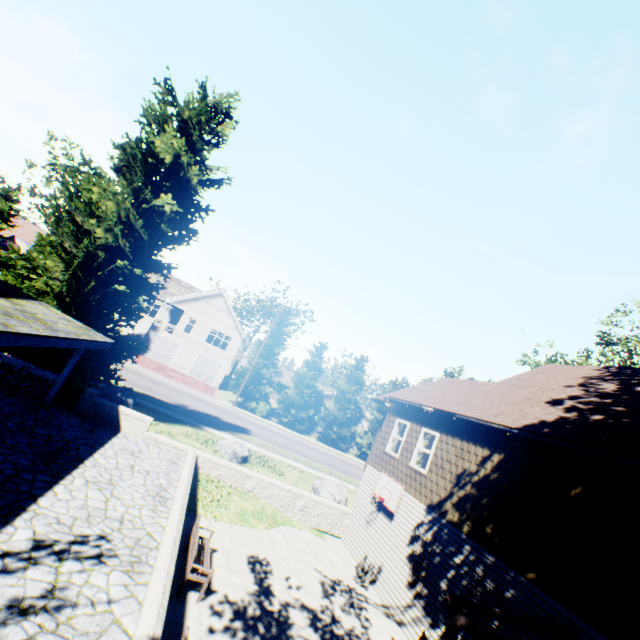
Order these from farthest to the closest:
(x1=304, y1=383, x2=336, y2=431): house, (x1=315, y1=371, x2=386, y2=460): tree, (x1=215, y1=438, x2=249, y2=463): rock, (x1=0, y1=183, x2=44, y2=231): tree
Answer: (x1=304, y1=383, x2=336, y2=431): house < (x1=315, y1=371, x2=386, y2=460): tree < (x1=0, y1=183, x2=44, y2=231): tree < (x1=215, y1=438, x2=249, y2=463): rock

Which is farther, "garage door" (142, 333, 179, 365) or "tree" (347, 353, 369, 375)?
"tree" (347, 353, 369, 375)

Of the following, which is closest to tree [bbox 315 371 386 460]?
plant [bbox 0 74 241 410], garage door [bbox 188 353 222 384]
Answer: plant [bbox 0 74 241 410]

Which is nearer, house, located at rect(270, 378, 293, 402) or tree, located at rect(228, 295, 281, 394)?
tree, located at rect(228, 295, 281, 394)

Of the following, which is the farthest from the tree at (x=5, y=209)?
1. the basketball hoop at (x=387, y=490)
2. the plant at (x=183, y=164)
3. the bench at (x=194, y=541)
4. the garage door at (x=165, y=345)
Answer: the bench at (x=194, y=541)

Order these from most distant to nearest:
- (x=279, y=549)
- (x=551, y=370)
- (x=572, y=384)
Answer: (x=551, y=370) → (x=572, y=384) → (x=279, y=549)

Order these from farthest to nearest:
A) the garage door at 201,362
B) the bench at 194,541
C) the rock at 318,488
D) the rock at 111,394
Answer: the garage door at 201,362, the rock at 318,488, the rock at 111,394, the bench at 194,541

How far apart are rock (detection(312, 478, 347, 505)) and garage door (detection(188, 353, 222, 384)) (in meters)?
24.18
